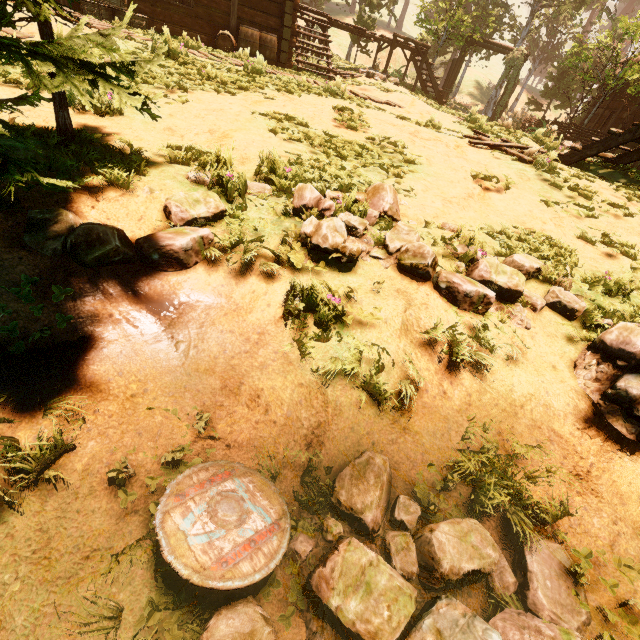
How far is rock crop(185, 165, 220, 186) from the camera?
3.5 meters

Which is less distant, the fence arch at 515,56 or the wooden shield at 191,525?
the wooden shield at 191,525

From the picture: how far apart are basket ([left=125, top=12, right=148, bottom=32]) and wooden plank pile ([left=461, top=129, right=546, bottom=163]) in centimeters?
1053cm

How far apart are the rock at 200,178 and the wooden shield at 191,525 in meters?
2.9 m

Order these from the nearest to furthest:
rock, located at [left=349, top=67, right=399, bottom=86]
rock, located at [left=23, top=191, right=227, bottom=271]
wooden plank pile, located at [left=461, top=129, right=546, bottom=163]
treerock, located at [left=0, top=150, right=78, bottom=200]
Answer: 1. treerock, located at [left=0, top=150, right=78, bottom=200]
2. rock, located at [left=23, top=191, right=227, bottom=271]
3. wooden plank pile, located at [left=461, top=129, right=546, bottom=163]
4. rock, located at [left=349, top=67, right=399, bottom=86]

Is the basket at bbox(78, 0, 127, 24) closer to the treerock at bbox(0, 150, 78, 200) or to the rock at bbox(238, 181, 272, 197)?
the treerock at bbox(0, 150, 78, 200)

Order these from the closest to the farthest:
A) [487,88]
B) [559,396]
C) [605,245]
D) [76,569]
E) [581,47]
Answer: [76,569]
[559,396]
[605,245]
[581,47]
[487,88]

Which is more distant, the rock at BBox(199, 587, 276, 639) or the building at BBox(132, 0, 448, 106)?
the building at BBox(132, 0, 448, 106)
